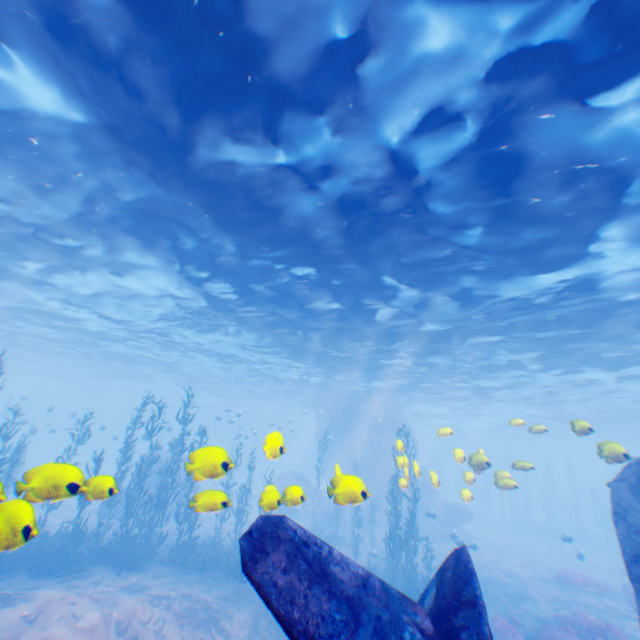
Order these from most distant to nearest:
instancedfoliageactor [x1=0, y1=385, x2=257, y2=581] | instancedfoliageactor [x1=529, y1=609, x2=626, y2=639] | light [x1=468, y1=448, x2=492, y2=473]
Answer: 1. instancedfoliageactor [x1=529, y1=609, x2=626, y2=639]
2. light [x1=468, y1=448, x2=492, y2=473]
3. instancedfoliageactor [x1=0, y1=385, x2=257, y2=581]

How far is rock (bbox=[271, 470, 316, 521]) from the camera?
5.8m

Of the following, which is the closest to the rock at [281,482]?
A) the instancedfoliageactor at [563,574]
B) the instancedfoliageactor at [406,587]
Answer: the instancedfoliageactor at [406,587]

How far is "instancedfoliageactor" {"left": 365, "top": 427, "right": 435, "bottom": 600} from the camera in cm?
1546

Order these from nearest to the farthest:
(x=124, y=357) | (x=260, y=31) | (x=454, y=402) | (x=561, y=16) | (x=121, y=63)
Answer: (x=561, y=16) → (x=260, y=31) → (x=121, y=63) → (x=124, y=357) → (x=454, y=402)

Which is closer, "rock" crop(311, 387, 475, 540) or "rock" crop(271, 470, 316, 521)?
"rock" crop(271, 470, 316, 521)

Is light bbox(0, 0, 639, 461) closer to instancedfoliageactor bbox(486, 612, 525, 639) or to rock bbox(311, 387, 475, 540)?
rock bbox(311, 387, 475, 540)

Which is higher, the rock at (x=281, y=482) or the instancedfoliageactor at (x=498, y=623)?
the rock at (x=281, y=482)
